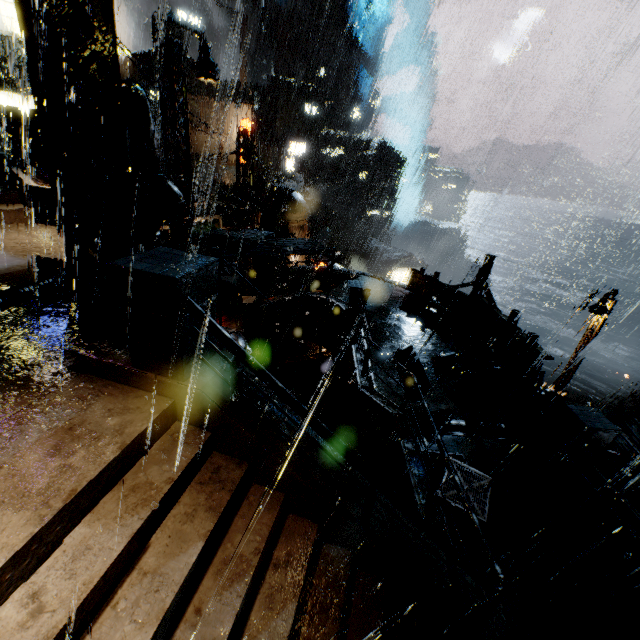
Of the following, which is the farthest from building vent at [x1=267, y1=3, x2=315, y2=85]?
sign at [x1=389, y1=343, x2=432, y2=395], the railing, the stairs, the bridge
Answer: the stairs

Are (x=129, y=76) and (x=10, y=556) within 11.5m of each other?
no

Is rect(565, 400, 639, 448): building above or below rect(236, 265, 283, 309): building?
below

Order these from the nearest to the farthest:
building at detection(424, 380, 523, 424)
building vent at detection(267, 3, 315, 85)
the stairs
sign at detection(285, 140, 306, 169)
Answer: the stairs < building at detection(424, 380, 523, 424) < sign at detection(285, 140, 306, 169) < building vent at detection(267, 3, 315, 85)

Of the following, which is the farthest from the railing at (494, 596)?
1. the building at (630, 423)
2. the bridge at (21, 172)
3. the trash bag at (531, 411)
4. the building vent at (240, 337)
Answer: the building at (630, 423)

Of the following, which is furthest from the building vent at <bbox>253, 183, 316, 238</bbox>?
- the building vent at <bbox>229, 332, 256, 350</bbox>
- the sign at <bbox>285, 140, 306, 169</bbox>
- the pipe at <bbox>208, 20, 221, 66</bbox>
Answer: the pipe at <bbox>208, 20, 221, 66</bbox>

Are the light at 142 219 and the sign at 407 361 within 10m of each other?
yes

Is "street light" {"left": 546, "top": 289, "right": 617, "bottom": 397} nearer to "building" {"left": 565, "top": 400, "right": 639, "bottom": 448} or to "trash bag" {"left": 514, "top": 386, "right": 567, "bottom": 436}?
"building" {"left": 565, "top": 400, "right": 639, "bottom": 448}
